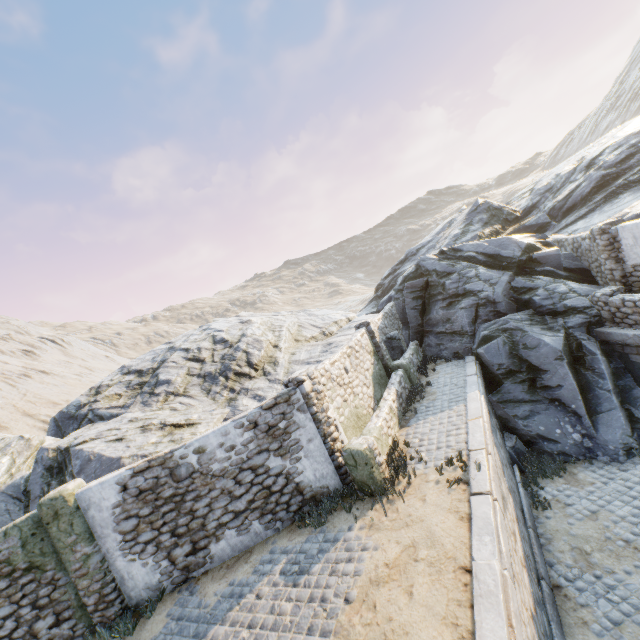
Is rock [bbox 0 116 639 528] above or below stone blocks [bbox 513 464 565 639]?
above

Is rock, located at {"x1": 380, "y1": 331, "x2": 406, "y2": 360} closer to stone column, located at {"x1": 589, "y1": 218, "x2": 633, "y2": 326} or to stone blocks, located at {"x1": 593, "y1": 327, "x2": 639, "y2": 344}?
stone blocks, located at {"x1": 593, "y1": 327, "x2": 639, "y2": 344}

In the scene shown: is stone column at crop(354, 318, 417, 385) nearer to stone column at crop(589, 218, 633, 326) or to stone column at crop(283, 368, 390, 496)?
stone column at crop(283, 368, 390, 496)

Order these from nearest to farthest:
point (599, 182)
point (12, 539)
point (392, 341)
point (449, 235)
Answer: point (12, 539) < point (392, 341) < point (599, 182) < point (449, 235)

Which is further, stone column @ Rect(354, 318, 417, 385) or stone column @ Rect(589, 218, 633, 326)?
stone column @ Rect(354, 318, 417, 385)

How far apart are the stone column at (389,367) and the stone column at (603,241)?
6.5m

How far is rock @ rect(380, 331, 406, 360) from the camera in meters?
14.7

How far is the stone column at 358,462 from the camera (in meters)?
7.47
